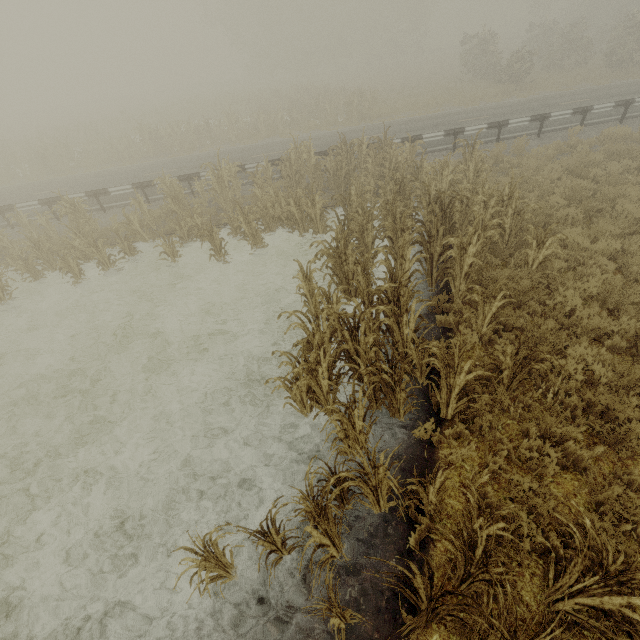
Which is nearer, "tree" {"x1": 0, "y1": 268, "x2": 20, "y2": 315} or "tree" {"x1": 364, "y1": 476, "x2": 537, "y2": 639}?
"tree" {"x1": 364, "y1": 476, "x2": 537, "y2": 639}

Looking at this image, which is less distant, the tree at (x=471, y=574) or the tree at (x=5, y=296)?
the tree at (x=471, y=574)

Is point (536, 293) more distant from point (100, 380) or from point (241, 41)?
point (241, 41)
